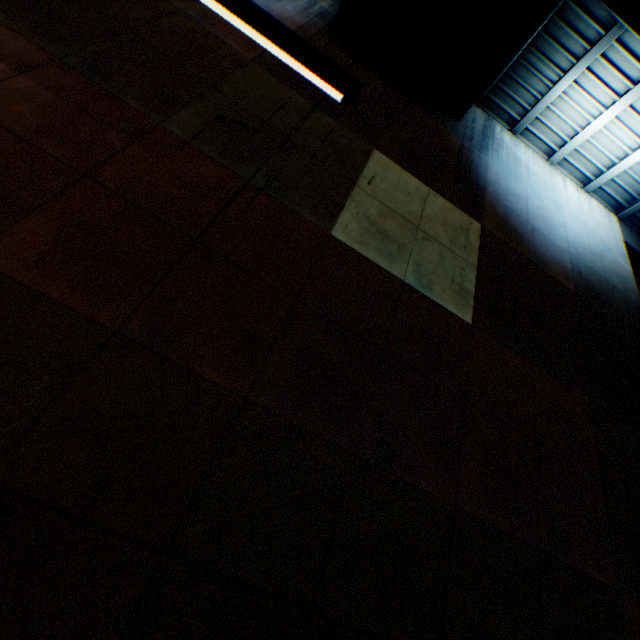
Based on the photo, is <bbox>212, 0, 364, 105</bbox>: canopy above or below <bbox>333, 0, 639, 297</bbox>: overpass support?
below

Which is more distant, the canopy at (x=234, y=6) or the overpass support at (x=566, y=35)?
the overpass support at (x=566, y=35)

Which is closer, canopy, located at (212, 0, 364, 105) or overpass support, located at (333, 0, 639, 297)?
canopy, located at (212, 0, 364, 105)

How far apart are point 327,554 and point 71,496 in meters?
2.4 m

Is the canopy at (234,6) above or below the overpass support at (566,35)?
below
